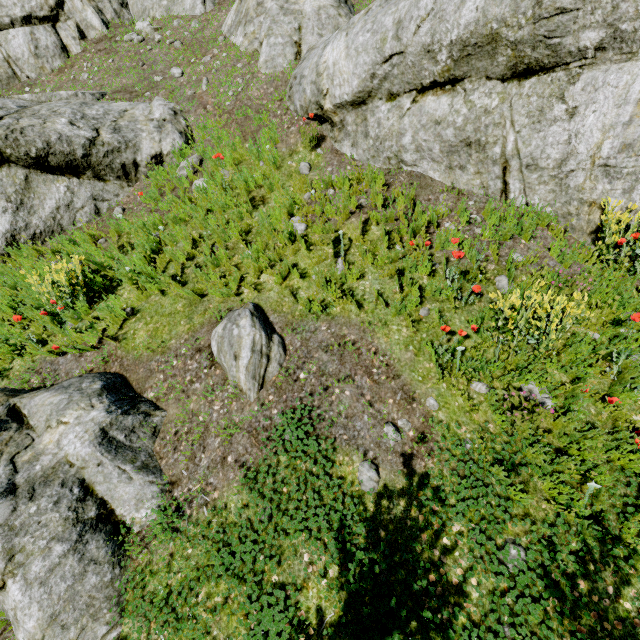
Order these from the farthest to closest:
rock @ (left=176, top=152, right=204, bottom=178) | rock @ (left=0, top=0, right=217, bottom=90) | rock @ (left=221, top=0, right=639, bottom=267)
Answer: rock @ (left=0, top=0, right=217, bottom=90), rock @ (left=176, top=152, right=204, bottom=178), rock @ (left=221, top=0, right=639, bottom=267)

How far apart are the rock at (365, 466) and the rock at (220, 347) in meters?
1.4

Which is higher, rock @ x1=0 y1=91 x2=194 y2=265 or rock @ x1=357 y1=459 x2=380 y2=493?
rock @ x1=0 y1=91 x2=194 y2=265

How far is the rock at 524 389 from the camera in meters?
2.9 m

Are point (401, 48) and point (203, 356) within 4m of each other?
no

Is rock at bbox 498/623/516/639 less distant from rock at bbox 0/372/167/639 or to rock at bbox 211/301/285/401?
rock at bbox 211/301/285/401

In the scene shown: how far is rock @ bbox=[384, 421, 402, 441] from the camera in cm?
328
